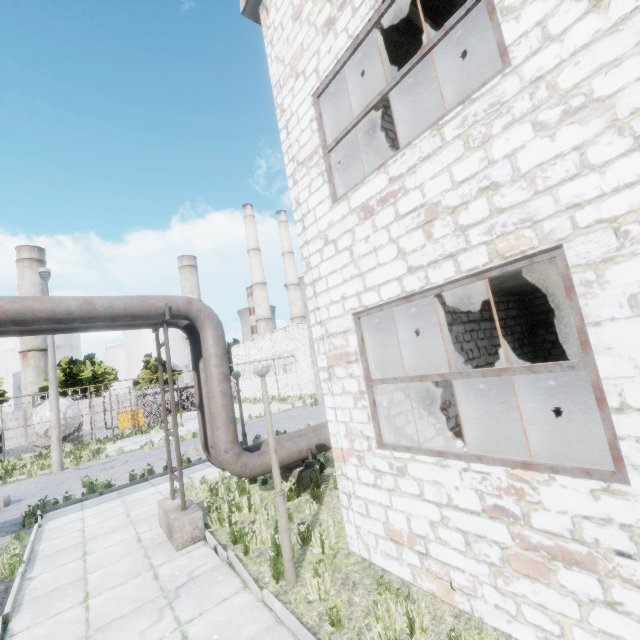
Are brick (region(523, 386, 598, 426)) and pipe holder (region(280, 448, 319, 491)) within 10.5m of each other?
yes

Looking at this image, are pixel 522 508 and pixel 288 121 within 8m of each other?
yes

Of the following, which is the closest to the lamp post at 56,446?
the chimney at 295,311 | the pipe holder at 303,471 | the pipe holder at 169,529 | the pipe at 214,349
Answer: the pipe at 214,349

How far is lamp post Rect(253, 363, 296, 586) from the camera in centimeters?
488cm

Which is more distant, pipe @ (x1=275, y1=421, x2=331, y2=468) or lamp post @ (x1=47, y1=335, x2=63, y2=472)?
lamp post @ (x1=47, y1=335, x2=63, y2=472)

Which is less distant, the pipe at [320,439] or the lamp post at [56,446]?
the pipe at [320,439]

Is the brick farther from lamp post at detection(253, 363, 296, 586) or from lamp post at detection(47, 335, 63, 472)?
lamp post at detection(47, 335, 63, 472)

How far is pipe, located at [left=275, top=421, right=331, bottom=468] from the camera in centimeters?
828cm
